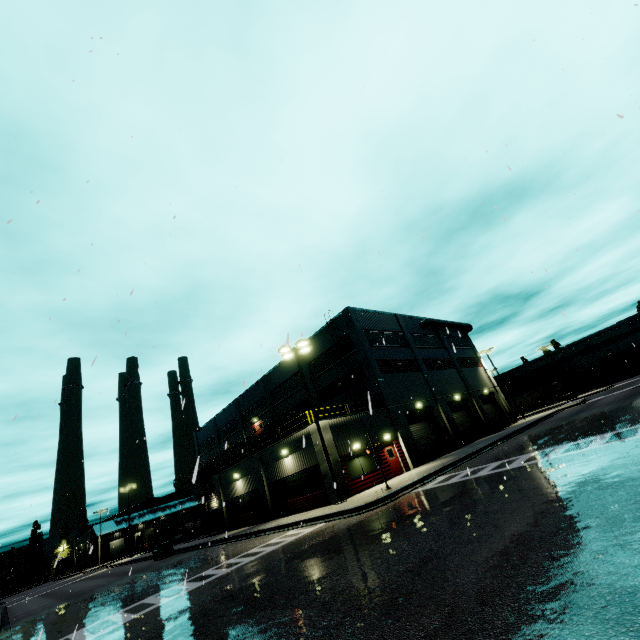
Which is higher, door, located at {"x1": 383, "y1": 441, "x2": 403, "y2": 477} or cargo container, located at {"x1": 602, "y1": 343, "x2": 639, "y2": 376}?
cargo container, located at {"x1": 602, "y1": 343, "x2": 639, "y2": 376}

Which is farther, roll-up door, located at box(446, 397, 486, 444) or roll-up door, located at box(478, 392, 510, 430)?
roll-up door, located at box(478, 392, 510, 430)

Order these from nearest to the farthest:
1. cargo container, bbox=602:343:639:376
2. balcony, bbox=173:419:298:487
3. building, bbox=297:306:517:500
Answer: building, bbox=297:306:517:500 → balcony, bbox=173:419:298:487 → cargo container, bbox=602:343:639:376

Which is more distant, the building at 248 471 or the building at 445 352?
the building at 445 352

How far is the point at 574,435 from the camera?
14.6m

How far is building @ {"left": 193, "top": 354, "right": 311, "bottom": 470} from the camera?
36.3 meters

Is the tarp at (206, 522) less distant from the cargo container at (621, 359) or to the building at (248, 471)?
the building at (248, 471)
